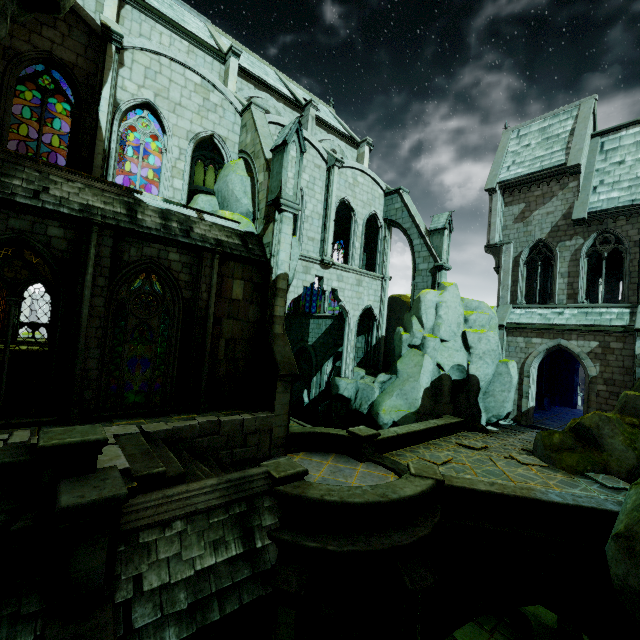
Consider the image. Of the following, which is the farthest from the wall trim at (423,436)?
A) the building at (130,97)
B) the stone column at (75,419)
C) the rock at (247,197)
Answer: the stone column at (75,419)

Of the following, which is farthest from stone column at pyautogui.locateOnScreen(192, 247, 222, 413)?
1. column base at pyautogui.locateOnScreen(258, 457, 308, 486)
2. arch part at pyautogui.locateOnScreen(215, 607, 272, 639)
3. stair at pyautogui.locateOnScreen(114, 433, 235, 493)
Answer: arch part at pyautogui.locateOnScreen(215, 607, 272, 639)

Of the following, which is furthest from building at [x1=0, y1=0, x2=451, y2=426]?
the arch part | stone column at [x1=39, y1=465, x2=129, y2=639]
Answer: the arch part

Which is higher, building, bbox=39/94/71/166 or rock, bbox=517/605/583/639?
building, bbox=39/94/71/166

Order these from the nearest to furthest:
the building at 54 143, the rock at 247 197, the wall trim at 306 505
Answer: the wall trim at 306 505, the rock at 247 197, the building at 54 143

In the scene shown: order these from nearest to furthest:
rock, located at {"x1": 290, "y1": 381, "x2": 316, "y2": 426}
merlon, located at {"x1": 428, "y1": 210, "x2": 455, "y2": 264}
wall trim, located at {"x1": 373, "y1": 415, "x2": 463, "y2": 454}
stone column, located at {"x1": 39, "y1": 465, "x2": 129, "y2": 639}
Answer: stone column, located at {"x1": 39, "y1": 465, "x2": 129, "y2": 639}
wall trim, located at {"x1": 373, "y1": 415, "x2": 463, "y2": 454}
merlon, located at {"x1": 428, "y1": 210, "x2": 455, "y2": 264}
rock, located at {"x1": 290, "y1": 381, "x2": 316, "y2": 426}

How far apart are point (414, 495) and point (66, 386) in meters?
9.7 m

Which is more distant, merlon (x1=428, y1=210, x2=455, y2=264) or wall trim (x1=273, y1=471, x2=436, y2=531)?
merlon (x1=428, y1=210, x2=455, y2=264)
